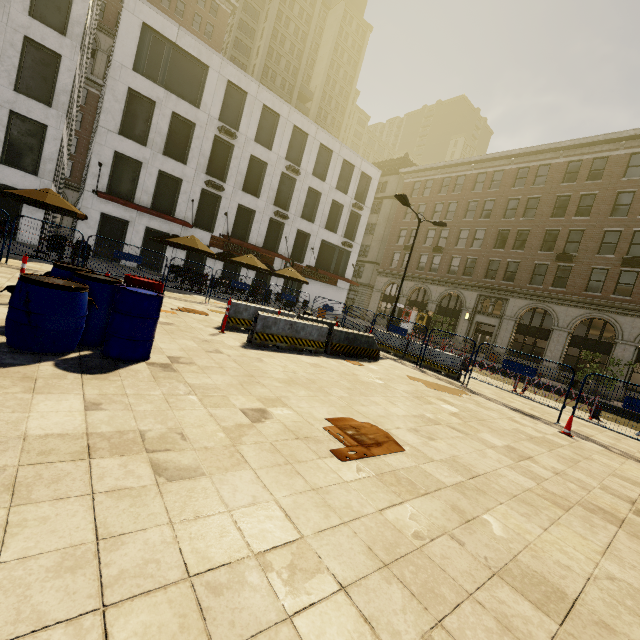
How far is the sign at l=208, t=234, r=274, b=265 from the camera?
25.4 meters

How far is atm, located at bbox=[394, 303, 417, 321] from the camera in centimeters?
3594cm

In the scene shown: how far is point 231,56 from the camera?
53.75m

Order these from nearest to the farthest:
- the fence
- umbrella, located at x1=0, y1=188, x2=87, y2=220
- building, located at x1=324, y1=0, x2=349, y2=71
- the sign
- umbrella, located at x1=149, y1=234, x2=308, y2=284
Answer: the fence
umbrella, located at x1=0, y1=188, x2=87, y2=220
umbrella, located at x1=149, y1=234, x2=308, y2=284
the sign
building, located at x1=324, y1=0, x2=349, y2=71

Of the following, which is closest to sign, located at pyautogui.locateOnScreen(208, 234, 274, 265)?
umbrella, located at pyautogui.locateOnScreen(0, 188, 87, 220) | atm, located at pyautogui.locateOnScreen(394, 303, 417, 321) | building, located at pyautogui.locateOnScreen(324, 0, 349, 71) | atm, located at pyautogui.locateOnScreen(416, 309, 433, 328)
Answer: umbrella, located at pyautogui.locateOnScreen(0, 188, 87, 220)

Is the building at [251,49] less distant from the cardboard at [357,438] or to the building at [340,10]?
the building at [340,10]

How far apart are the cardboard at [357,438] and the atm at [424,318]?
31.2 meters

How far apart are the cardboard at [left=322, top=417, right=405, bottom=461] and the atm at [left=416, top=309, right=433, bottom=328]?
31.20m
